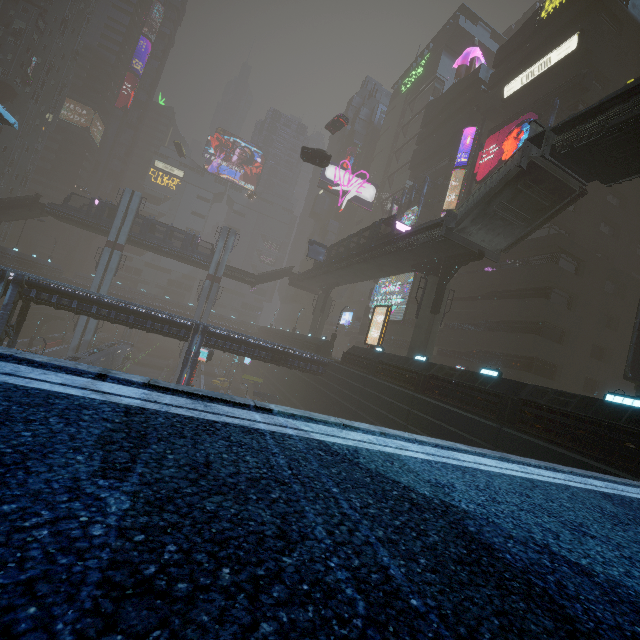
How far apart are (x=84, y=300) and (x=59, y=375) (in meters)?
27.29

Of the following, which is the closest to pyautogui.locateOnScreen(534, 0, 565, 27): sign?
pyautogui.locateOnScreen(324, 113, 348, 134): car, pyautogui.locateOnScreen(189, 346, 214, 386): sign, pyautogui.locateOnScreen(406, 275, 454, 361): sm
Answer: pyautogui.locateOnScreen(324, 113, 348, 134): car

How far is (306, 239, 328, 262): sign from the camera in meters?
44.3 m

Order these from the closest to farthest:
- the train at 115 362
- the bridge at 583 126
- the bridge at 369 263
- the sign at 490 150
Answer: the bridge at 583 126 < the bridge at 369 263 < the sign at 490 150 < the train at 115 362

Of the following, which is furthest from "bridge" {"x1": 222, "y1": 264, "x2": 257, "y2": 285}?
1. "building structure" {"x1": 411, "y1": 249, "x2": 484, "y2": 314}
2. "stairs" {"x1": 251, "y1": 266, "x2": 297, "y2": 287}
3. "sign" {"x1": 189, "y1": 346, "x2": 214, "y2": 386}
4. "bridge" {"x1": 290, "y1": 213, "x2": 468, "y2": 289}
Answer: "building structure" {"x1": 411, "y1": 249, "x2": 484, "y2": 314}

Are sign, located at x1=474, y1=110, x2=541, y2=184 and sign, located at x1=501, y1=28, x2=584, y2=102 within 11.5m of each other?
yes

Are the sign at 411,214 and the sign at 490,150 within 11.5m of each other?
yes

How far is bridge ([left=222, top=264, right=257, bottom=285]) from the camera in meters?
52.5 m
